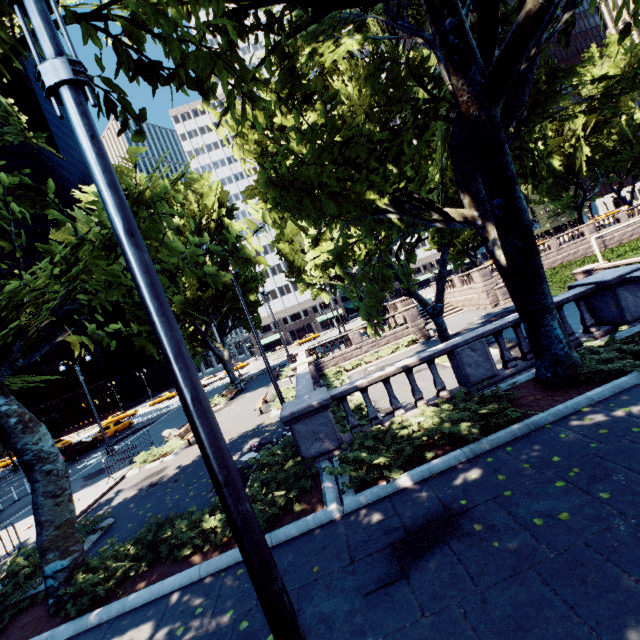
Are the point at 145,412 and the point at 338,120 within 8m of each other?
no

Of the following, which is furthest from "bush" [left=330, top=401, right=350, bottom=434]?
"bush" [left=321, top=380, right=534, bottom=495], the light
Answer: the light

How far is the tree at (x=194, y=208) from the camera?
6.4m

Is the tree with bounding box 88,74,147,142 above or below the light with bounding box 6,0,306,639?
above

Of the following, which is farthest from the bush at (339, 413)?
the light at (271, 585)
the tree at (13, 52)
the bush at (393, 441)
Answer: the light at (271, 585)

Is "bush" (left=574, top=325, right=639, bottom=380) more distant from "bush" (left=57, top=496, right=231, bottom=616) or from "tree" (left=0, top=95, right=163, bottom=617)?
"bush" (left=57, top=496, right=231, bottom=616)

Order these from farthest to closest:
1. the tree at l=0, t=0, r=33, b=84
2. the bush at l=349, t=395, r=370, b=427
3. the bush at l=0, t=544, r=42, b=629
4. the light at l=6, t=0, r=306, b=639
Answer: the bush at l=349, t=395, r=370, b=427 < the bush at l=0, t=544, r=42, b=629 < the tree at l=0, t=0, r=33, b=84 < the light at l=6, t=0, r=306, b=639

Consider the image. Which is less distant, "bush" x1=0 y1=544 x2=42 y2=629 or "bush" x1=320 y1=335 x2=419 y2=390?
"bush" x1=0 y1=544 x2=42 y2=629
